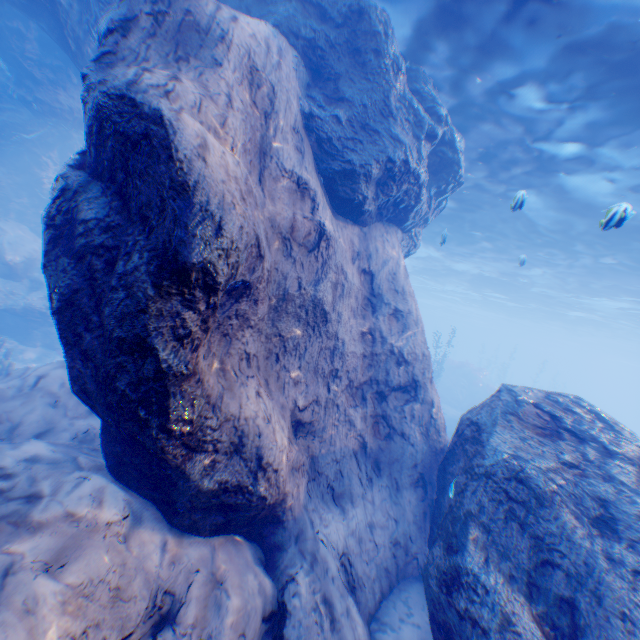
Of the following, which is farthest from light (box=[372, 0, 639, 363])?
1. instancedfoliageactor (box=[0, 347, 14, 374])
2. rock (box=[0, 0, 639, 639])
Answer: instancedfoliageactor (box=[0, 347, 14, 374])

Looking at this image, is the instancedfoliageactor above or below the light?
below

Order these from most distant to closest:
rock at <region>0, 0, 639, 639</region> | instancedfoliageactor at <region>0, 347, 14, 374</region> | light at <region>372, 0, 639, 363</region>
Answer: instancedfoliageactor at <region>0, 347, 14, 374</region> → light at <region>372, 0, 639, 363</region> → rock at <region>0, 0, 639, 639</region>

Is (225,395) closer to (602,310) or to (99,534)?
(99,534)

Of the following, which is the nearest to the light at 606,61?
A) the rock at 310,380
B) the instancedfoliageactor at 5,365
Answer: the rock at 310,380

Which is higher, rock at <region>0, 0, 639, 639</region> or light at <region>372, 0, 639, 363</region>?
light at <region>372, 0, 639, 363</region>

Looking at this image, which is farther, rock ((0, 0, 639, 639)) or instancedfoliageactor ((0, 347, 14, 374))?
instancedfoliageactor ((0, 347, 14, 374))
